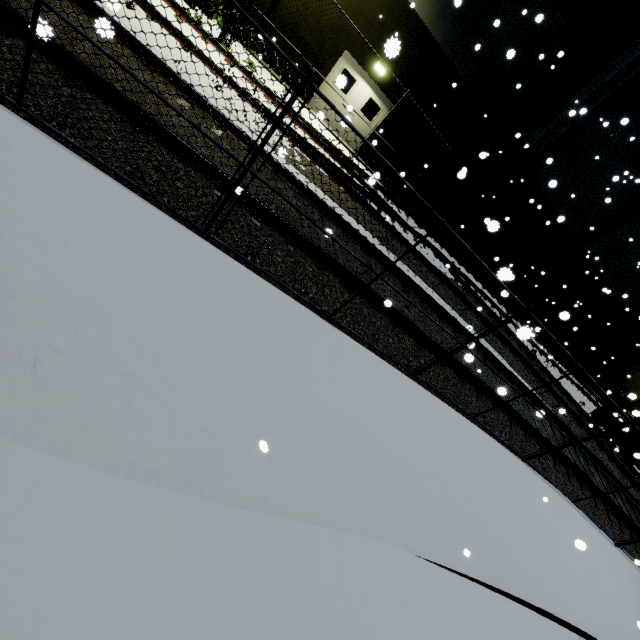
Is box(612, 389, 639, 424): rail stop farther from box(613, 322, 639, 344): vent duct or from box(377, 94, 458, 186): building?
box(613, 322, 639, 344): vent duct

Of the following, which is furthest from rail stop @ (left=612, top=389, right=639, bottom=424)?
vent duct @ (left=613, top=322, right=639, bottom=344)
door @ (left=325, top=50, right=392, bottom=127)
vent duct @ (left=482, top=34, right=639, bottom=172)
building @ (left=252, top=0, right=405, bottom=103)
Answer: door @ (left=325, top=50, right=392, bottom=127)

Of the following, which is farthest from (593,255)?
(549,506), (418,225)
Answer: (549,506)

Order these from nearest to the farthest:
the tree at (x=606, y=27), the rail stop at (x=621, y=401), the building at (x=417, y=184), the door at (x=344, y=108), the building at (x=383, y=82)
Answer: the rail stop at (x=621, y=401) < the tree at (x=606, y=27) < the building at (x=383, y=82) < the door at (x=344, y=108) < the building at (x=417, y=184)

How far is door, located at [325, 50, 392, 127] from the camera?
13.3 meters

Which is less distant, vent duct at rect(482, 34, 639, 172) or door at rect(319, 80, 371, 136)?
vent duct at rect(482, 34, 639, 172)

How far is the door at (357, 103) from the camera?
13.3m
